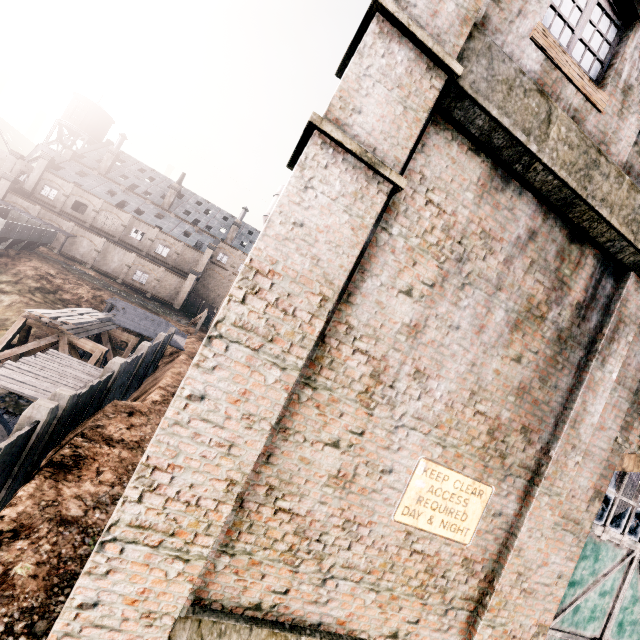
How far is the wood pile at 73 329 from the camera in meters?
17.8

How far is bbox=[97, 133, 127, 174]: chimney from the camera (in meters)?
55.94

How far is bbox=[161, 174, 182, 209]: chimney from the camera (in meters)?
59.16

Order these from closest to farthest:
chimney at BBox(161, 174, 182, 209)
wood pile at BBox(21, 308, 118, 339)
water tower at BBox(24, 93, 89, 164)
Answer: wood pile at BBox(21, 308, 118, 339)
water tower at BBox(24, 93, 89, 164)
chimney at BBox(161, 174, 182, 209)

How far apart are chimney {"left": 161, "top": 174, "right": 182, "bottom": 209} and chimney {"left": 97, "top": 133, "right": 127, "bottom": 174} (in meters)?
9.45

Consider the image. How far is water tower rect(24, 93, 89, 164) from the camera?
58.3 meters

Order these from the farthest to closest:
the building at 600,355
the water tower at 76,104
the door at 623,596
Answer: the water tower at 76,104
the door at 623,596
the building at 600,355

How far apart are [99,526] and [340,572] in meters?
5.3 m
